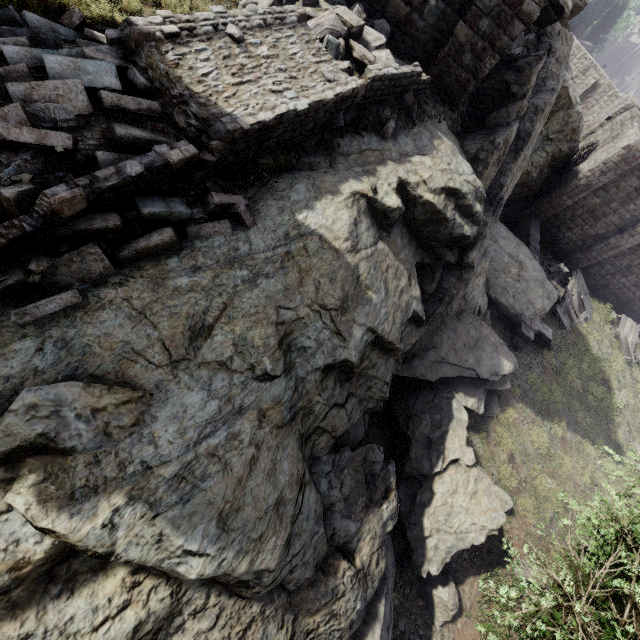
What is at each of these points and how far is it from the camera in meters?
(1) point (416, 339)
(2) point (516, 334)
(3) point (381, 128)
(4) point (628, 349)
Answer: (1) rock, 8.1
(2) building, 16.9
(3) rubble, 7.2
(4) broken furniture, 22.4

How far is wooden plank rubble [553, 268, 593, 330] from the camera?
Answer: 20.08m

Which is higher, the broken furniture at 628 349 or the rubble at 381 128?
the rubble at 381 128

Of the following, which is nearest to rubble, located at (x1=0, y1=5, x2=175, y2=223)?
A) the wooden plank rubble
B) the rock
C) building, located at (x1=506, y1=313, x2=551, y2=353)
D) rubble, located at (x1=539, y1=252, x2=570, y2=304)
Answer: the rock

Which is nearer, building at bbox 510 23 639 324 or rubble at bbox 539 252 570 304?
building at bbox 510 23 639 324

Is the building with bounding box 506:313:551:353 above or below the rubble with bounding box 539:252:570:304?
→ above

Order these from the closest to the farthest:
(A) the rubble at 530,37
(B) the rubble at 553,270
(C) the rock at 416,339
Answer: (C) the rock at 416,339 → (A) the rubble at 530,37 → (B) the rubble at 553,270

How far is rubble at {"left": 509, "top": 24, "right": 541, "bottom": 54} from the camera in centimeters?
1324cm
